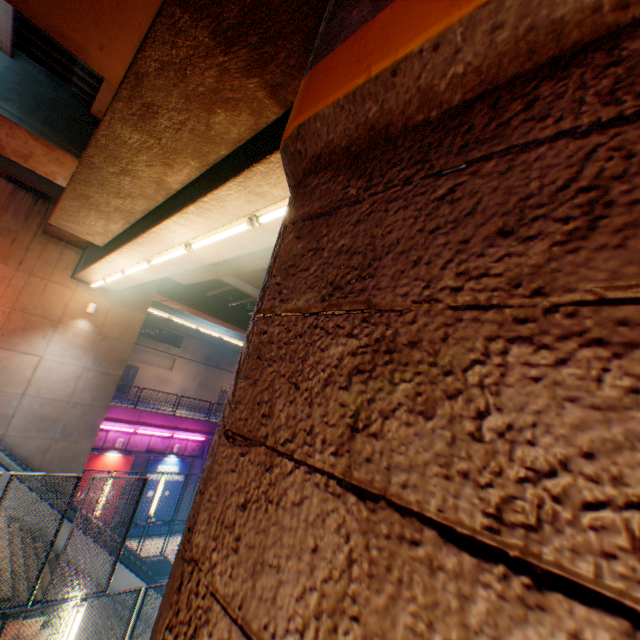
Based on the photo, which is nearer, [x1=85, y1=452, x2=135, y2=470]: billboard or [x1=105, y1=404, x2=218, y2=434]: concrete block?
[x1=85, y1=452, x2=135, y2=470]: billboard

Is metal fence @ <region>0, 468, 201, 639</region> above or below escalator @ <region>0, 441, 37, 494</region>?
below

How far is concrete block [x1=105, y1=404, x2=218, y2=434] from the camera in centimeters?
1839cm

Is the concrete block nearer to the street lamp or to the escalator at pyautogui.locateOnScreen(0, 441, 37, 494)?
the escalator at pyautogui.locateOnScreen(0, 441, 37, 494)

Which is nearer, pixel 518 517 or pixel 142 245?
pixel 518 517

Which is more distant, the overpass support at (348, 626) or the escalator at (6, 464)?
the escalator at (6, 464)

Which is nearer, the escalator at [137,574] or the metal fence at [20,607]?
the metal fence at [20,607]

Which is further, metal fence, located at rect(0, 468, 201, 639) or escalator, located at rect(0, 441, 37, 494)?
escalator, located at rect(0, 441, 37, 494)
